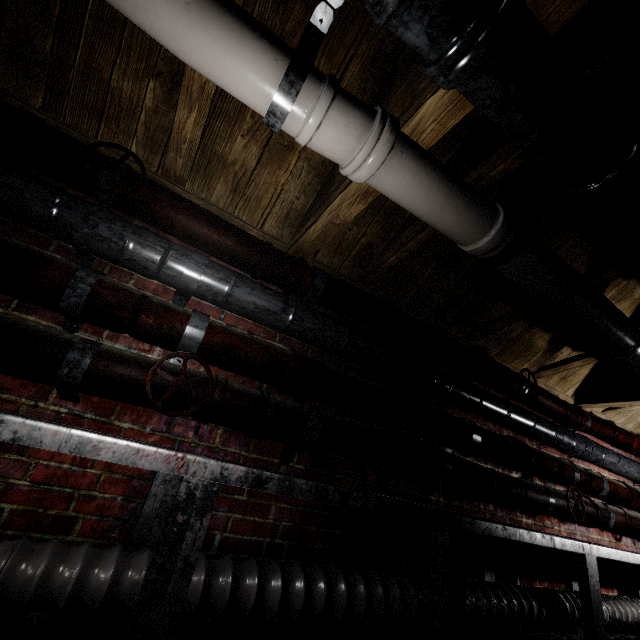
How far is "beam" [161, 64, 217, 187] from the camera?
1.27m

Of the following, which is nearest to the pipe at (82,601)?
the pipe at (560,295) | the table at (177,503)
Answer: the table at (177,503)

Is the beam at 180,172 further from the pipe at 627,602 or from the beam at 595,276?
the pipe at 627,602

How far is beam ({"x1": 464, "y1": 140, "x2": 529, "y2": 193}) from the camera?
1.35m

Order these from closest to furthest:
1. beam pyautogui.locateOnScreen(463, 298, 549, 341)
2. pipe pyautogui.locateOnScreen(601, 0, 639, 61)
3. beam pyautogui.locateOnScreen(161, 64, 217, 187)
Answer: pipe pyautogui.locateOnScreen(601, 0, 639, 61), beam pyautogui.locateOnScreen(161, 64, 217, 187), beam pyautogui.locateOnScreen(463, 298, 549, 341)

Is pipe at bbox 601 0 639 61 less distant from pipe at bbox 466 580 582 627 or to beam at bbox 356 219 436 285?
beam at bbox 356 219 436 285

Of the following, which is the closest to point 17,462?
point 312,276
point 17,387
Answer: point 17,387

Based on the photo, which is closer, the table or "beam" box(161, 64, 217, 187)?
the table
